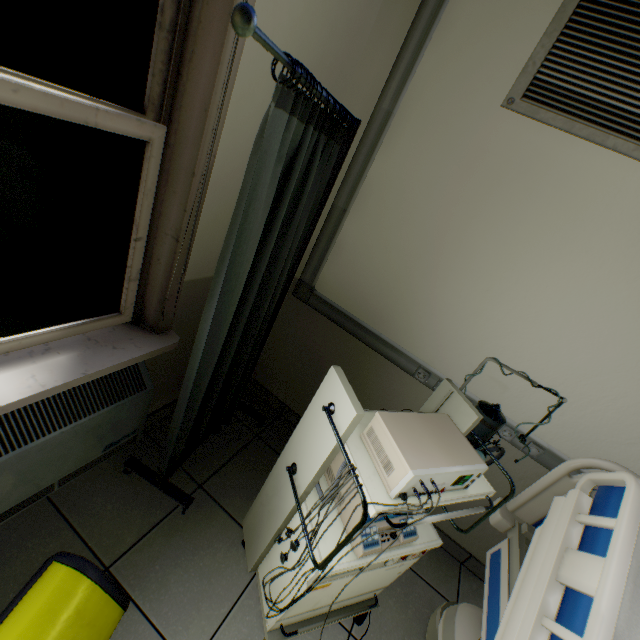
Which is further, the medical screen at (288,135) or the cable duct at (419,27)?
the cable duct at (419,27)

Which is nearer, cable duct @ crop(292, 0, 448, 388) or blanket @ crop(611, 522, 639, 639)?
blanket @ crop(611, 522, 639, 639)

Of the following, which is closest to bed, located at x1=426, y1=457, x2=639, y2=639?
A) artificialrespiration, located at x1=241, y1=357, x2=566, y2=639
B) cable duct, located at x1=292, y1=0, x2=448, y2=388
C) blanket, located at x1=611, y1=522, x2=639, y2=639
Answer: blanket, located at x1=611, y1=522, x2=639, y2=639

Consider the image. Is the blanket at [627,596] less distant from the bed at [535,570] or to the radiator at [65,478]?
the bed at [535,570]

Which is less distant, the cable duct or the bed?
the bed

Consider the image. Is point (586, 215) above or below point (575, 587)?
above

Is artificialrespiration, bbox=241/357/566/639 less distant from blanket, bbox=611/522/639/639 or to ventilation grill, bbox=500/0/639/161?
blanket, bbox=611/522/639/639

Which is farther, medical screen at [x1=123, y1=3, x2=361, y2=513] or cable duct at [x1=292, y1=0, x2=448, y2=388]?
cable duct at [x1=292, y1=0, x2=448, y2=388]
